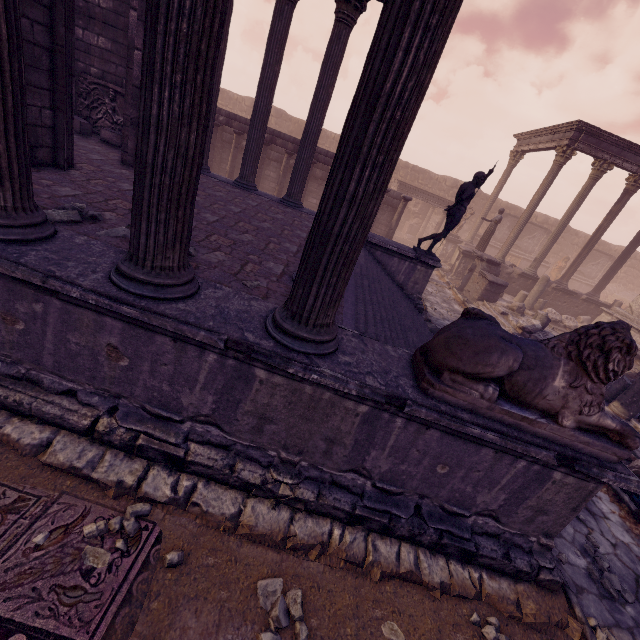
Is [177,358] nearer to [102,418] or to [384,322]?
[102,418]

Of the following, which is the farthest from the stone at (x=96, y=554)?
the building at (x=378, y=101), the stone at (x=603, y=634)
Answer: the stone at (x=603, y=634)

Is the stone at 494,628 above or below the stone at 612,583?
above

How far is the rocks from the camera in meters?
3.4

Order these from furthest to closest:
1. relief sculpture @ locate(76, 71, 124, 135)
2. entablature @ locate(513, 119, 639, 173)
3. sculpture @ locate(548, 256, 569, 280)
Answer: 1. sculpture @ locate(548, 256, 569, 280)
2. entablature @ locate(513, 119, 639, 173)
3. relief sculpture @ locate(76, 71, 124, 135)

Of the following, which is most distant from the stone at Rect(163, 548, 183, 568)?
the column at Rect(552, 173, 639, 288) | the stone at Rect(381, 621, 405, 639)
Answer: the column at Rect(552, 173, 639, 288)

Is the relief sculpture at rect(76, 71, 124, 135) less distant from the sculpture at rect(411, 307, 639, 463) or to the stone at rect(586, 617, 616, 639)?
the sculpture at rect(411, 307, 639, 463)

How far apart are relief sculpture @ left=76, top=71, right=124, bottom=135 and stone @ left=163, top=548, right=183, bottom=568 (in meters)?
9.37
